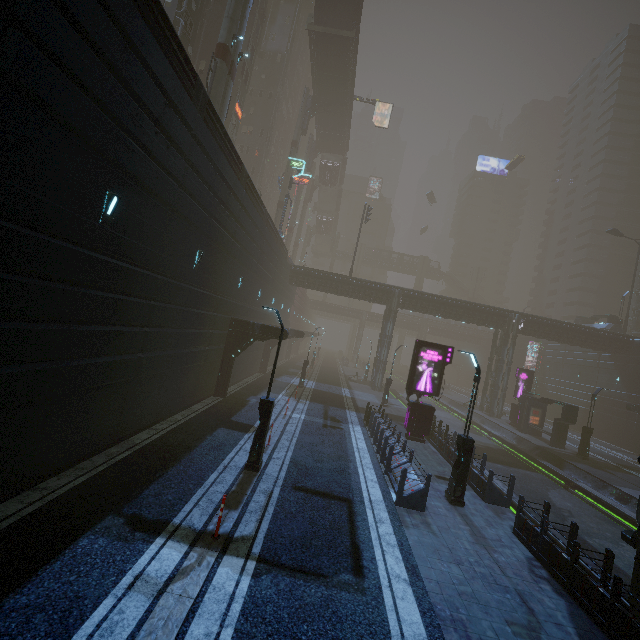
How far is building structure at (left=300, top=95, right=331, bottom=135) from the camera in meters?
45.8 m

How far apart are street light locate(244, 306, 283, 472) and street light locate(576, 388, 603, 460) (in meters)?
25.83

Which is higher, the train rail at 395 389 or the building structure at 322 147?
the building structure at 322 147

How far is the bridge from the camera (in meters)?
37.19

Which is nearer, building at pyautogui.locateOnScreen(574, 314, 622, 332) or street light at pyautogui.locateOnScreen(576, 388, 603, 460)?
street light at pyautogui.locateOnScreen(576, 388, 603, 460)

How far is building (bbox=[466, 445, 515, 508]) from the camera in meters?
12.6 m

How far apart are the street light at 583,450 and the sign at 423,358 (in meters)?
14.08

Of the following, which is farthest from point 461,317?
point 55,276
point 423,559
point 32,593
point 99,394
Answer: point 32,593
